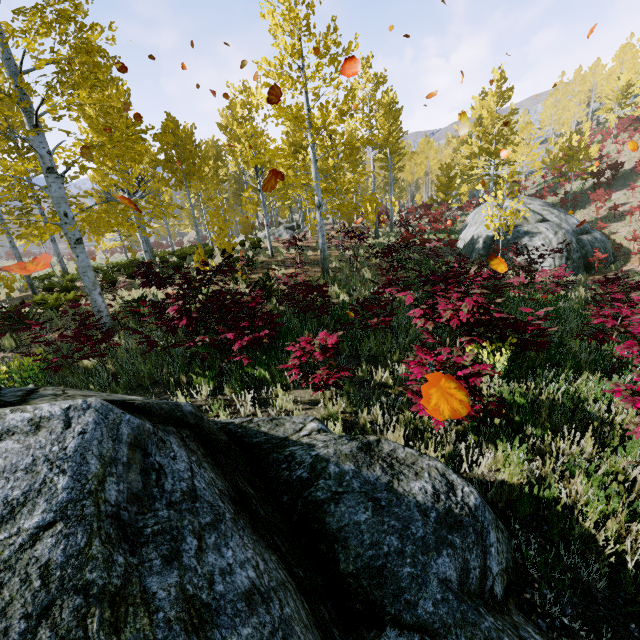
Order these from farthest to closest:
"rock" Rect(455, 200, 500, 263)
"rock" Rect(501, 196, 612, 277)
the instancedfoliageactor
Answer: "rock" Rect(455, 200, 500, 263), "rock" Rect(501, 196, 612, 277), the instancedfoliageactor

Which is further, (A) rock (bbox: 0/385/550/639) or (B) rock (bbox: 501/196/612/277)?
(B) rock (bbox: 501/196/612/277)

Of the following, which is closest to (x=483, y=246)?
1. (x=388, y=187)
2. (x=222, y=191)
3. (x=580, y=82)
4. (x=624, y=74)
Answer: (x=222, y=191)

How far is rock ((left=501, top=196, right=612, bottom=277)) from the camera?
15.3 meters

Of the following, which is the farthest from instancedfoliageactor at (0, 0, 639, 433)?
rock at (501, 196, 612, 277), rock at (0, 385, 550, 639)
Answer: rock at (501, 196, 612, 277)

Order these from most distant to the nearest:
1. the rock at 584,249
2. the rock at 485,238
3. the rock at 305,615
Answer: the rock at 485,238 → the rock at 584,249 → the rock at 305,615

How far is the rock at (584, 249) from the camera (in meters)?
15.30
